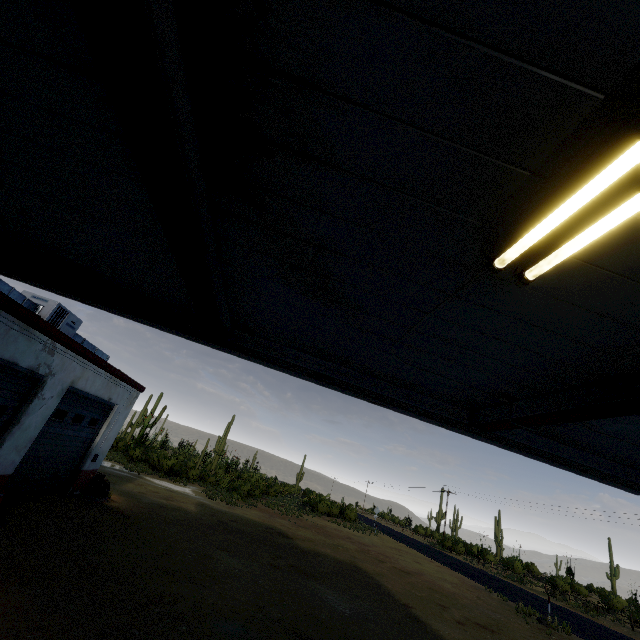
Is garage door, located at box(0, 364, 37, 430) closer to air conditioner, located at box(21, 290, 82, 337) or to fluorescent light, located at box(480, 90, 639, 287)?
air conditioner, located at box(21, 290, 82, 337)

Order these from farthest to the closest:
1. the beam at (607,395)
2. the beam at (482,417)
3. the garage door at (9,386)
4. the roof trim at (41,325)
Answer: the garage door at (9,386) → the roof trim at (41,325) → the beam at (482,417) → the beam at (607,395)

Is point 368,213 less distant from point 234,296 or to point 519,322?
point 519,322

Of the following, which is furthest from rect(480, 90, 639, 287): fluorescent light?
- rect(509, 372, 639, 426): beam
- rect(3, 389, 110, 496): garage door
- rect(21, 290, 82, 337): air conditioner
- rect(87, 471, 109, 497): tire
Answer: rect(87, 471, 109, 497): tire

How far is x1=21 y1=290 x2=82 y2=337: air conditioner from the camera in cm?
877

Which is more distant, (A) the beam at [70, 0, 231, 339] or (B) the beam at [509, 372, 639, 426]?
(B) the beam at [509, 372, 639, 426]

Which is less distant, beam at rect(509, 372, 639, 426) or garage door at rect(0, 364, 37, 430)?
beam at rect(509, 372, 639, 426)

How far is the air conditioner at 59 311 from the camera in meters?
8.8
